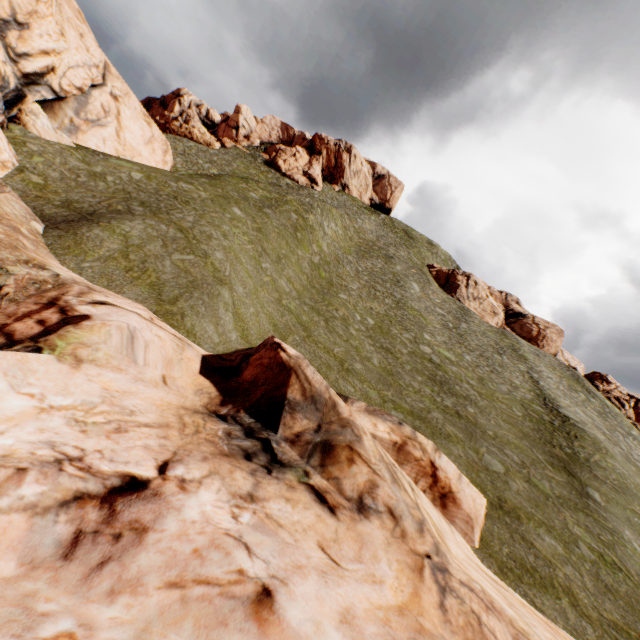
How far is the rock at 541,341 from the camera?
51.6m

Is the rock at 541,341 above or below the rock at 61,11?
above

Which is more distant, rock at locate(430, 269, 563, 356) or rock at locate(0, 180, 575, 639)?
rock at locate(430, 269, 563, 356)

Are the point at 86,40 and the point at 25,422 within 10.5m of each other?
no

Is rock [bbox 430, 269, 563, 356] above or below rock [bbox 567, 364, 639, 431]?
above

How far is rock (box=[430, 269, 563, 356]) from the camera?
51.6 meters

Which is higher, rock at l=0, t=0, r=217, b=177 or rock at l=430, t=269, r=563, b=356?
rock at l=430, t=269, r=563, b=356

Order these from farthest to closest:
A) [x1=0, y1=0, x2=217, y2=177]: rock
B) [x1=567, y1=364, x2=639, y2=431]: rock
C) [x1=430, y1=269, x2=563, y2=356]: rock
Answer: [x1=430, y1=269, x2=563, y2=356]: rock
[x1=567, y1=364, x2=639, y2=431]: rock
[x1=0, y1=0, x2=217, y2=177]: rock
